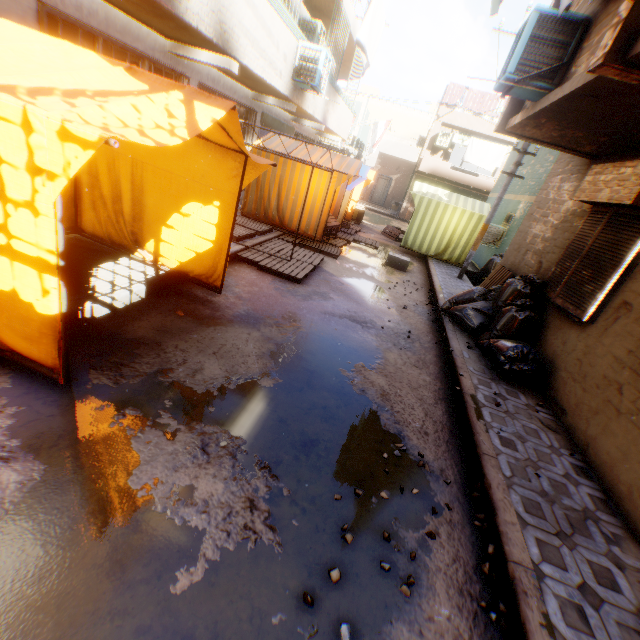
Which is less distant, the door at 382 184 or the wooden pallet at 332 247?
the wooden pallet at 332 247

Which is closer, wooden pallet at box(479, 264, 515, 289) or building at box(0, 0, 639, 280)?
building at box(0, 0, 639, 280)

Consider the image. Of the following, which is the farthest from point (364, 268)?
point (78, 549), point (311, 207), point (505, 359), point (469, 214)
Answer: point (78, 549)

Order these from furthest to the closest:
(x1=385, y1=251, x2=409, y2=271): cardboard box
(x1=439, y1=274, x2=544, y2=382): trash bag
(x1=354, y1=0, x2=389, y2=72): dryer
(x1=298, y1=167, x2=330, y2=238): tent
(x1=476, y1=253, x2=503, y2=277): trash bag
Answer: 1. (x1=476, y1=253, x2=503, y2=277): trash bag
2. (x1=385, y1=251, x2=409, y2=271): cardboard box
3. (x1=298, y1=167, x2=330, y2=238): tent
4. (x1=354, y1=0, x2=389, y2=72): dryer
5. (x1=439, y1=274, x2=544, y2=382): trash bag

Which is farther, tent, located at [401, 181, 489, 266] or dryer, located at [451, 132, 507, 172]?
dryer, located at [451, 132, 507, 172]

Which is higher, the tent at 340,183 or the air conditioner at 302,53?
the air conditioner at 302,53

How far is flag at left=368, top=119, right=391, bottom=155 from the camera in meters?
18.4

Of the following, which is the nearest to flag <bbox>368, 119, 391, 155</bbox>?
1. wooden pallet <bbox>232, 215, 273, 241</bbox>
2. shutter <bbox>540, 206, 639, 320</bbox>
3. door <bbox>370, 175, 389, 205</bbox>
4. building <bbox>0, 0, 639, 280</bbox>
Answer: building <bbox>0, 0, 639, 280</bbox>
